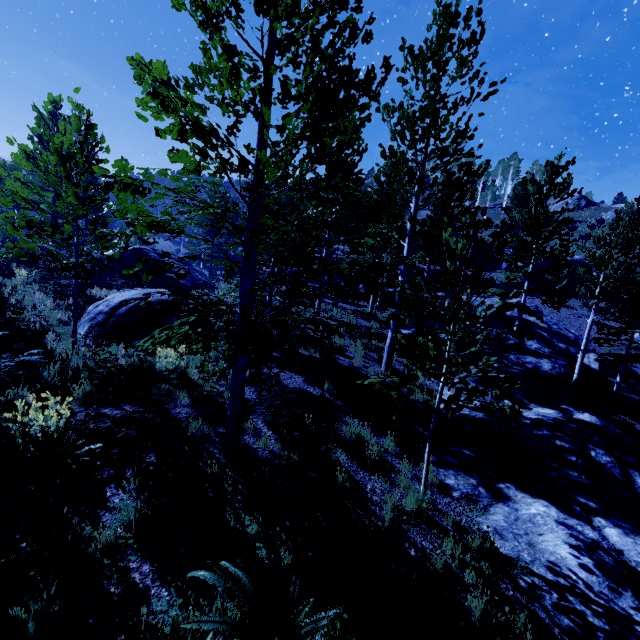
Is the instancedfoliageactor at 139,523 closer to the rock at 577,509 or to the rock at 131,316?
the rock at 577,509

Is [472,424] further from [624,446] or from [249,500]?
[249,500]

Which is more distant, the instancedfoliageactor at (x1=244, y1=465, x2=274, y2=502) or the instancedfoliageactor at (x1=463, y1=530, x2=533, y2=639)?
the instancedfoliageactor at (x1=244, y1=465, x2=274, y2=502)

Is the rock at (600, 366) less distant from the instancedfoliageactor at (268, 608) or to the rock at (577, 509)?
the instancedfoliageactor at (268, 608)

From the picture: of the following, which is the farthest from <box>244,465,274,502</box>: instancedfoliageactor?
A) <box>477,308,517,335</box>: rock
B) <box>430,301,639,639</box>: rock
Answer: <box>477,308,517,335</box>: rock

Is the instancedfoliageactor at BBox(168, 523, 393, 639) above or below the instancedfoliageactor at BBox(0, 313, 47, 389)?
below

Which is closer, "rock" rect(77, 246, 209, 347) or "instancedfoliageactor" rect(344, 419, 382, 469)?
"instancedfoliageactor" rect(344, 419, 382, 469)
